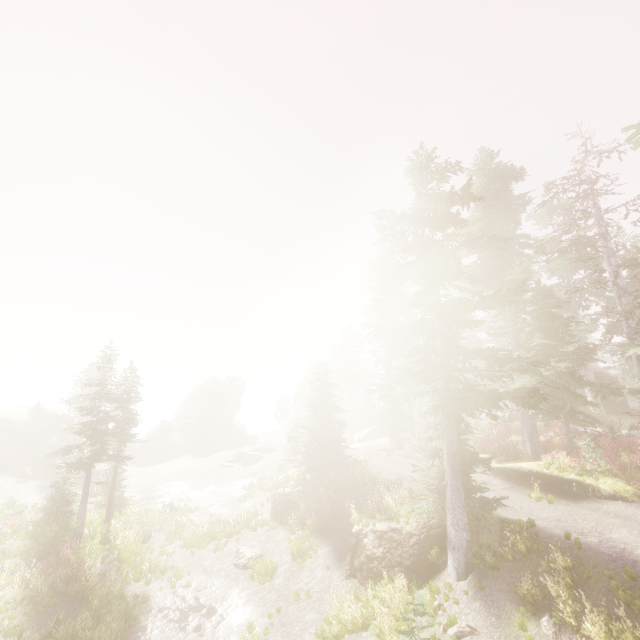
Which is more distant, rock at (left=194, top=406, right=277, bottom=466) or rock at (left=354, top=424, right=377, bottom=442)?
rock at (left=354, top=424, right=377, bottom=442)

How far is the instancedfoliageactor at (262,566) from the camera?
15.6 meters

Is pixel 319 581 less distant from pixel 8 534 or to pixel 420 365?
pixel 420 365

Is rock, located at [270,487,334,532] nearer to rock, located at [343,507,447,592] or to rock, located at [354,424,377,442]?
rock, located at [343,507,447,592]

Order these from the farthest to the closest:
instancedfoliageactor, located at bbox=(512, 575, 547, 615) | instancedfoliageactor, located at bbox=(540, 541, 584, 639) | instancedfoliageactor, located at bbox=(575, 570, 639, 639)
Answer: instancedfoliageactor, located at bbox=(512, 575, 547, 615) < instancedfoliageactor, located at bbox=(540, 541, 584, 639) < instancedfoliageactor, located at bbox=(575, 570, 639, 639)

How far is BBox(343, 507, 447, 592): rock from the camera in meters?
12.8

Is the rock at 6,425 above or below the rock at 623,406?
below

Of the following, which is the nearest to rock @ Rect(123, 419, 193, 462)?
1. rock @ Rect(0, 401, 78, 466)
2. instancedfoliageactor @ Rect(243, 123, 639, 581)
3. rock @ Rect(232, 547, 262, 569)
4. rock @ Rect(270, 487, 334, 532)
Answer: instancedfoliageactor @ Rect(243, 123, 639, 581)
